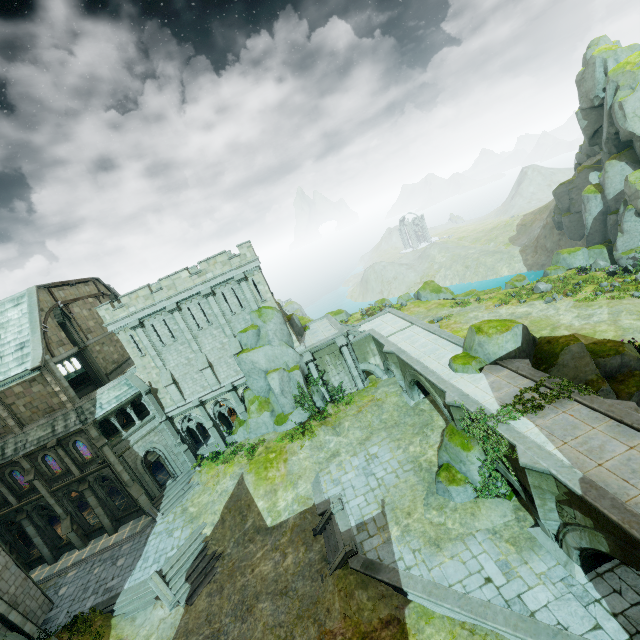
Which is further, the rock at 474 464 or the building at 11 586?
the building at 11 586

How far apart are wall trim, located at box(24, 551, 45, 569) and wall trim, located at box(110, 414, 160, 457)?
9.28m

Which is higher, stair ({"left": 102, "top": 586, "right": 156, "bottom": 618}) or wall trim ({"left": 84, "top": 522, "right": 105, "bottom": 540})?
wall trim ({"left": 84, "top": 522, "right": 105, "bottom": 540})

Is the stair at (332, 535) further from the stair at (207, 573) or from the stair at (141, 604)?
the stair at (141, 604)

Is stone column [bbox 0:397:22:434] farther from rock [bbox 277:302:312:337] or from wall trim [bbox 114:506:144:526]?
rock [bbox 277:302:312:337]

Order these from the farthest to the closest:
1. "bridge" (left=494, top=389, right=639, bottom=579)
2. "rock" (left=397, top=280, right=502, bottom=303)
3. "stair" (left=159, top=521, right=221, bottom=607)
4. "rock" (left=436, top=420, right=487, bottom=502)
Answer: "rock" (left=397, top=280, right=502, bottom=303), "stair" (left=159, top=521, right=221, bottom=607), "rock" (left=436, top=420, right=487, bottom=502), "bridge" (left=494, top=389, right=639, bottom=579)

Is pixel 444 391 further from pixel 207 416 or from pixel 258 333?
pixel 207 416

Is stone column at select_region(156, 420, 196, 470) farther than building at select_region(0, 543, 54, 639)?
Yes
